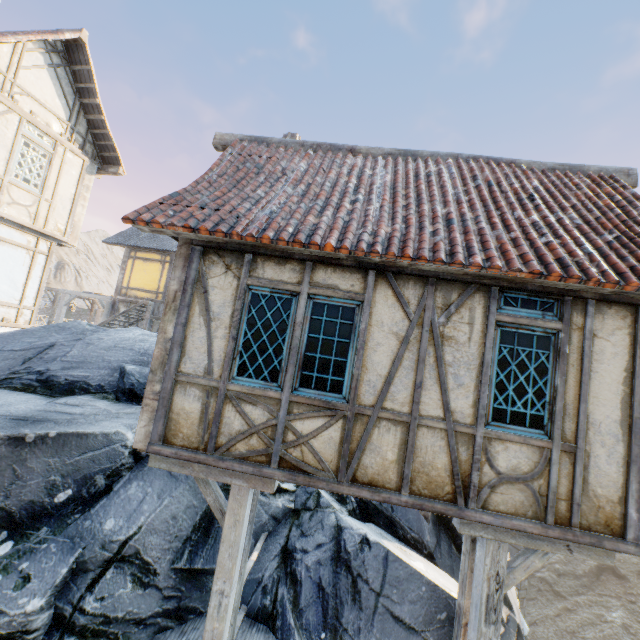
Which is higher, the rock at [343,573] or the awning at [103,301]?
the awning at [103,301]

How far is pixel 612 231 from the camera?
4.5m

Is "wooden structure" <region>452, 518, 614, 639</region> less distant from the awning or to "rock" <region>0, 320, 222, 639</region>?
"rock" <region>0, 320, 222, 639</region>

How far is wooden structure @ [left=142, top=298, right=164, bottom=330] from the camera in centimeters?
1526cm

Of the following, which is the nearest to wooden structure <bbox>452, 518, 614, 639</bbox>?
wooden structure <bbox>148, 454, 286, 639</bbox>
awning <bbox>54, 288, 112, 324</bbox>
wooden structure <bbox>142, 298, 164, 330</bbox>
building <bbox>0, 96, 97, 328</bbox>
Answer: wooden structure <bbox>148, 454, 286, 639</bbox>

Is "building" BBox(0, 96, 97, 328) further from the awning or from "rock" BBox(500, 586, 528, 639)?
the awning

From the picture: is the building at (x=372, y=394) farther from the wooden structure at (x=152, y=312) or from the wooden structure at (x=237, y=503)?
the wooden structure at (x=152, y=312)

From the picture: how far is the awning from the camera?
17.7 meters
